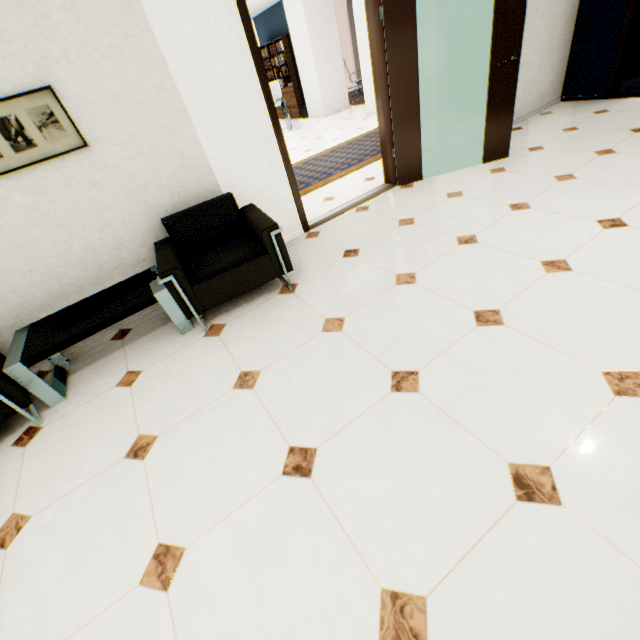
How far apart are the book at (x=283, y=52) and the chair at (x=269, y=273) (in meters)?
9.82

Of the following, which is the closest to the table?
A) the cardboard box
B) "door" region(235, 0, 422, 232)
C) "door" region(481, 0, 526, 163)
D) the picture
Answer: the picture

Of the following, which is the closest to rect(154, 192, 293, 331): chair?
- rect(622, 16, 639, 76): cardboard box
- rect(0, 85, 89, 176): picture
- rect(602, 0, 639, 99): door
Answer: rect(0, 85, 89, 176): picture

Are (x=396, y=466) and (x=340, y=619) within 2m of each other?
yes

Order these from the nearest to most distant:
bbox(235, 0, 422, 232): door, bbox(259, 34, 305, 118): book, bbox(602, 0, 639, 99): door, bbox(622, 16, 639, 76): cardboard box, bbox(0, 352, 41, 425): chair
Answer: bbox(0, 352, 41, 425): chair → bbox(235, 0, 422, 232): door → bbox(602, 0, 639, 99): door → bbox(622, 16, 639, 76): cardboard box → bbox(259, 34, 305, 118): book

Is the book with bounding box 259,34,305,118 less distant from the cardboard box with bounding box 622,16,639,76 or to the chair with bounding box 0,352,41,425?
the cardboard box with bounding box 622,16,639,76

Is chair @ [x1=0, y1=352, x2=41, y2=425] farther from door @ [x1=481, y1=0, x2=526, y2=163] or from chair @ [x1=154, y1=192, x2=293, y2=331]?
door @ [x1=481, y1=0, x2=526, y2=163]

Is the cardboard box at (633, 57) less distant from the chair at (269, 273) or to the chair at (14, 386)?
the chair at (269, 273)
